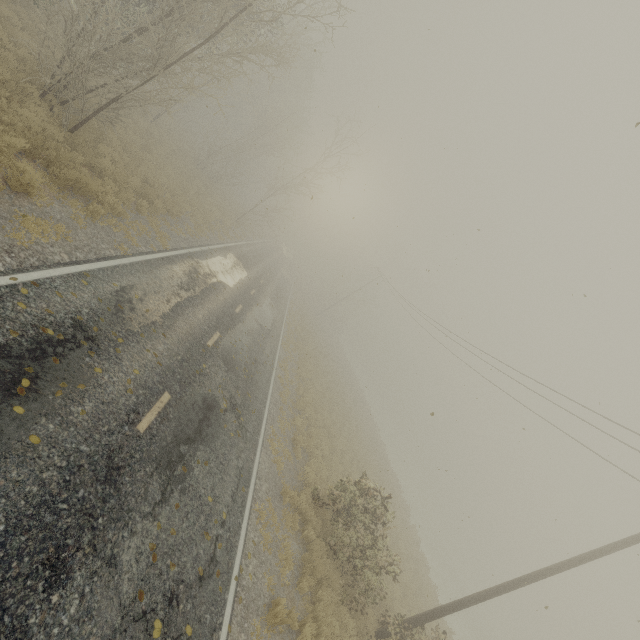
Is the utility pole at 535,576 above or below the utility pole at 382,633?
above

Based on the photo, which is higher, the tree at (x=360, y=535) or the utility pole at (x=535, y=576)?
the utility pole at (x=535, y=576)

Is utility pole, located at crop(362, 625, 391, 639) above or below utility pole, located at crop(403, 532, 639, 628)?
below

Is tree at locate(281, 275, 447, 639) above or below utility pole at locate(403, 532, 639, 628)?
below

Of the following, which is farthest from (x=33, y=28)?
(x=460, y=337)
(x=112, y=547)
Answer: (x=460, y=337)
